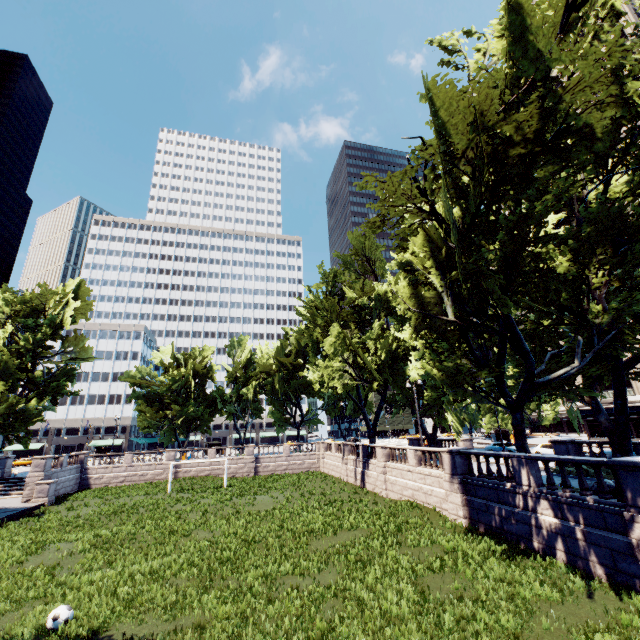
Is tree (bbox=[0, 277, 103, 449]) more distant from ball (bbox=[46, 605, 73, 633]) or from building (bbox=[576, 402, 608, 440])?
ball (bbox=[46, 605, 73, 633])

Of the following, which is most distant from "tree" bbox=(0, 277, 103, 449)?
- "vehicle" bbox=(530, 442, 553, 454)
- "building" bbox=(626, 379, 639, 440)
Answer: "building" bbox=(626, 379, 639, 440)

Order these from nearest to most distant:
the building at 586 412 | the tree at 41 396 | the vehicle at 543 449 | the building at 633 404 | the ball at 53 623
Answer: the ball at 53 623 < the vehicle at 543 449 < the tree at 41 396 < the building at 633 404 < the building at 586 412

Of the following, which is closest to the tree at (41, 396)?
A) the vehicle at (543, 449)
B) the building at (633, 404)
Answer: the vehicle at (543, 449)

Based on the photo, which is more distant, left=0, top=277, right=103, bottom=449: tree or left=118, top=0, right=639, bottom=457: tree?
left=0, top=277, right=103, bottom=449: tree

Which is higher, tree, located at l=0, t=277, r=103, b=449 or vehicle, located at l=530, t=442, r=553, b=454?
tree, located at l=0, t=277, r=103, b=449

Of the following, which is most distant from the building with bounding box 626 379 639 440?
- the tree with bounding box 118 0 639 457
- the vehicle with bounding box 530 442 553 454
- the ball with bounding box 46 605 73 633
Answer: the ball with bounding box 46 605 73 633

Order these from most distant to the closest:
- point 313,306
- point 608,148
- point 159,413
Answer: point 159,413, point 313,306, point 608,148
